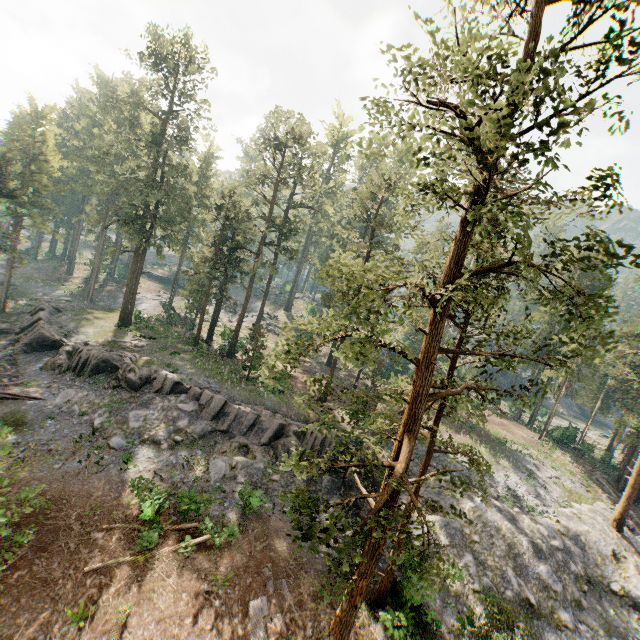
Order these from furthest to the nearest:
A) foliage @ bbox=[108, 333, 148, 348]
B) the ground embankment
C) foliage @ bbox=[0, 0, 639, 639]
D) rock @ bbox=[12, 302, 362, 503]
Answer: foliage @ bbox=[108, 333, 148, 348] < the ground embankment < rock @ bbox=[12, 302, 362, 503] < foliage @ bbox=[0, 0, 639, 639]

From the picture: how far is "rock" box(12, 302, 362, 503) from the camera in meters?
23.6 m

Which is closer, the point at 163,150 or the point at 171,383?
the point at 171,383

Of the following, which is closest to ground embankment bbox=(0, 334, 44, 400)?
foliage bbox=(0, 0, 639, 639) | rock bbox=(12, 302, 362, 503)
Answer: rock bbox=(12, 302, 362, 503)

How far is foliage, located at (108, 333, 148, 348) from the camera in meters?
32.6 m

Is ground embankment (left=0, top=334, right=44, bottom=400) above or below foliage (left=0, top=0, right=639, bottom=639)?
below

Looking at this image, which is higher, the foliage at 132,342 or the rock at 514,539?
the foliage at 132,342

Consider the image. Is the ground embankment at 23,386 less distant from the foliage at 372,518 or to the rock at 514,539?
the rock at 514,539
